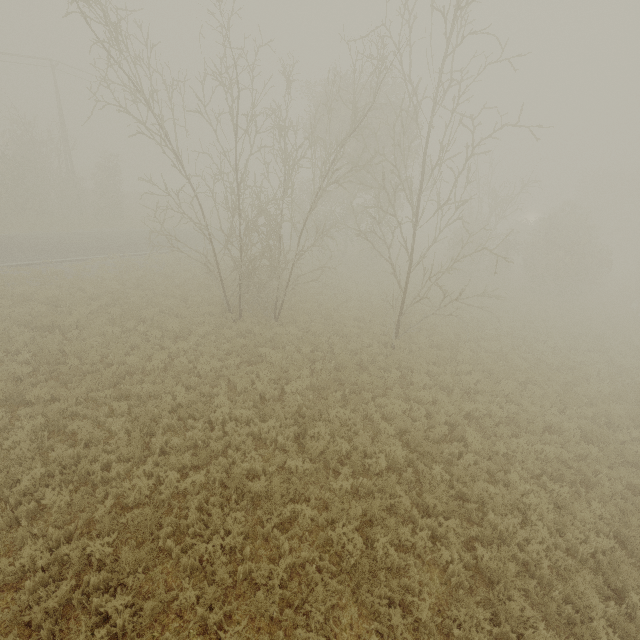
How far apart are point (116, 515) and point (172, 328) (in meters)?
8.02
